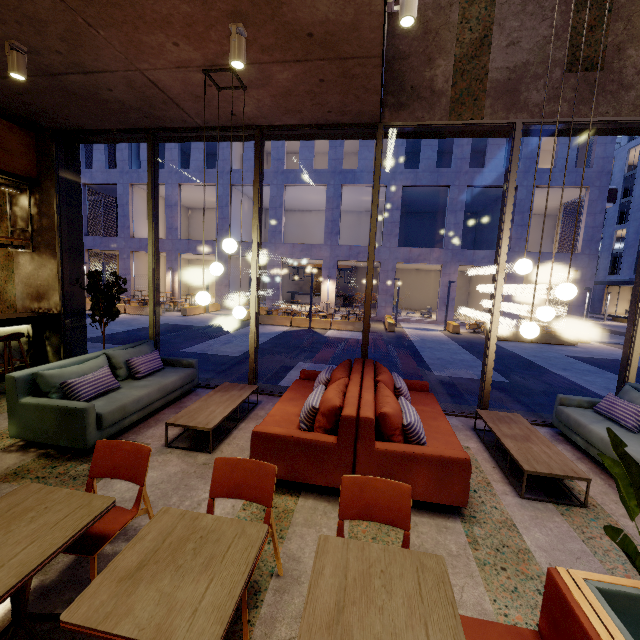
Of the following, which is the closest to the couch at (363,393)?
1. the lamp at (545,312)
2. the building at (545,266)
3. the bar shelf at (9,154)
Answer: the lamp at (545,312)

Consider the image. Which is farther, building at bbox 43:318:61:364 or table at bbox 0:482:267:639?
building at bbox 43:318:61:364

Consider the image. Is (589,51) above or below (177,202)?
below

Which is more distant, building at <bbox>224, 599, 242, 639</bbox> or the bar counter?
the bar counter

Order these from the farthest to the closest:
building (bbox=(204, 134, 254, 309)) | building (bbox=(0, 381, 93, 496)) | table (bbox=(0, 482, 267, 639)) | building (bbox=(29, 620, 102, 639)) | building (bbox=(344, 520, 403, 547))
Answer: building (bbox=(204, 134, 254, 309)) → building (bbox=(0, 381, 93, 496)) → building (bbox=(344, 520, 403, 547)) → building (bbox=(29, 620, 102, 639)) → table (bbox=(0, 482, 267, 639))

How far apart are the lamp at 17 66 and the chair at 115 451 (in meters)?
4.33

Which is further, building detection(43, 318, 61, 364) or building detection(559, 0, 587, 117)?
building detection(43, 318, 61, 364)

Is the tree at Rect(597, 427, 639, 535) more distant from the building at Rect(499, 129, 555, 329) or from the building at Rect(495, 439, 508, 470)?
the building at Rect(499, 129, 555, 329)
